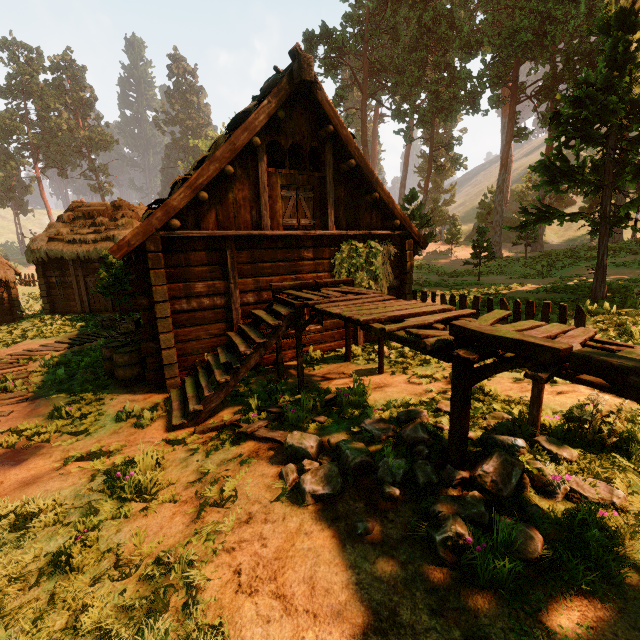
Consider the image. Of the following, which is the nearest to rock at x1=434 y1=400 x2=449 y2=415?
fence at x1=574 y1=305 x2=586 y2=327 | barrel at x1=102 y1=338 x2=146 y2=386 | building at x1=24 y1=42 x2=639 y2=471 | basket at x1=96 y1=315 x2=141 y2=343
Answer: building at x1=24 y1=42 x2=639 y2=471

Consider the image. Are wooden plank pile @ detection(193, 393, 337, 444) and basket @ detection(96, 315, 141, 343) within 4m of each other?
no

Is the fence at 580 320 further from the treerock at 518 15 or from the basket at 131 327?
the basket at 131 327

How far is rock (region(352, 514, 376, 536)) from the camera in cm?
315

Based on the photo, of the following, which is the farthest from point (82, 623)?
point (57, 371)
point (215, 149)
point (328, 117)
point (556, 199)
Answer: point (556, 199)

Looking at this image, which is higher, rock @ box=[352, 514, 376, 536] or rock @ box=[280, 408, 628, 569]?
rock @ box=[280, 408, 628, 569]

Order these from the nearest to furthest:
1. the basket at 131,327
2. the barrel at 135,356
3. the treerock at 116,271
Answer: the barrel at 135,356 < the basket at 131,327 < the treerock at 116,271

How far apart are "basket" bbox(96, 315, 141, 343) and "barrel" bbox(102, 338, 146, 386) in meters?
1.9
